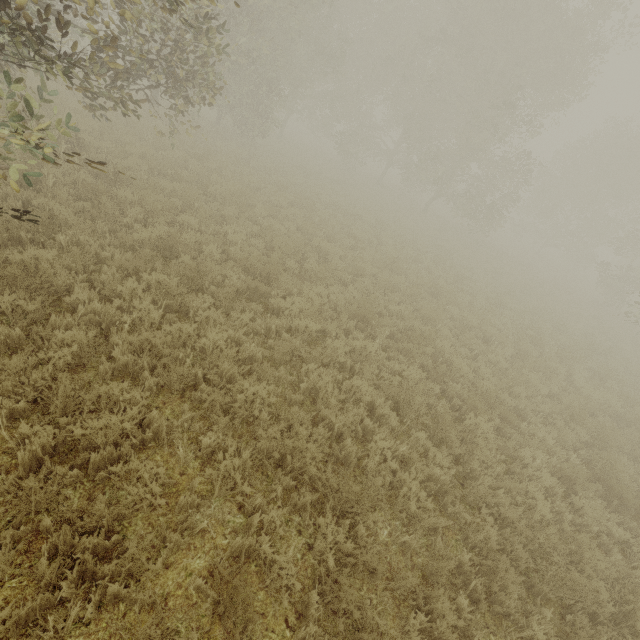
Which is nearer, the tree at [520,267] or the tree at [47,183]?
the tree at [47,183]

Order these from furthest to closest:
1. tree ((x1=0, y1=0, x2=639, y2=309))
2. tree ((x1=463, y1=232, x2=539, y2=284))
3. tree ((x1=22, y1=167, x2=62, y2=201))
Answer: tree ((x1=463, y1=232, x2=539, y2=284)) < tree ((x1=0, y1=0, x2=639, y2=309)) < tree ((x1=22, y1=167, x2=62, y2=201))

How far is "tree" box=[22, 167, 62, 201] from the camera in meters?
4.0

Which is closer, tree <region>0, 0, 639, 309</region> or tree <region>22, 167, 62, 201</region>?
tree <region>22, 167, 62, 201</region>

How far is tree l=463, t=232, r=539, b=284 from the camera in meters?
20.4 m

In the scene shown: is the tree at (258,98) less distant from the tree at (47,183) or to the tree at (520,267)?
the tree at (520,267)

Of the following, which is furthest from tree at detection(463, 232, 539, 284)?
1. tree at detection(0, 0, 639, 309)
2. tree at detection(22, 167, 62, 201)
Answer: tree at detection(22, 167, 62, 201)

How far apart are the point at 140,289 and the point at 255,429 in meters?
3.2 m
